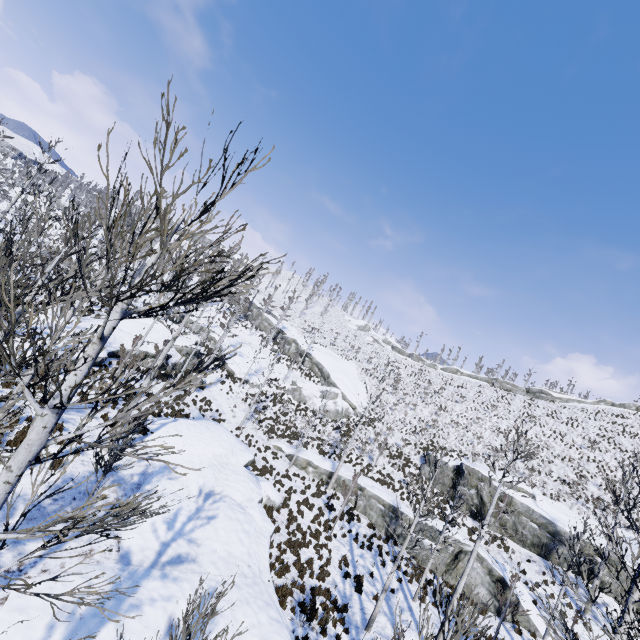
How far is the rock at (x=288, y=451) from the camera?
27.4 meters

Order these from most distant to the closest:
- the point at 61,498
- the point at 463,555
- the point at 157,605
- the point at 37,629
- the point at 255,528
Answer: the point at 463,555, the point at 255,528, the point at 61,498, the point at 157,605, the point at 37,629

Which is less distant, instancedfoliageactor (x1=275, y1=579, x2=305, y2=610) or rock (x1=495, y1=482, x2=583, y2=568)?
instancedfoliageactor (x1=275, y1=579, x2=305, y2=610)

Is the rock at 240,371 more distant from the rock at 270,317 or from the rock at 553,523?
the rock at 553,523

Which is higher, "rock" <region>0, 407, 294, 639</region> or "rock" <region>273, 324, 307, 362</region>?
"rock" <region>273, 324, 307, 362</region>

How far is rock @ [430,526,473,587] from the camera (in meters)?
18.66

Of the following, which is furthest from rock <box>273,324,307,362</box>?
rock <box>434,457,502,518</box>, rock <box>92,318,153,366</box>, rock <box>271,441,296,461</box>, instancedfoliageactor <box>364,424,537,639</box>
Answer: instancedfoliageactor <box>364,424,537,639</box>
